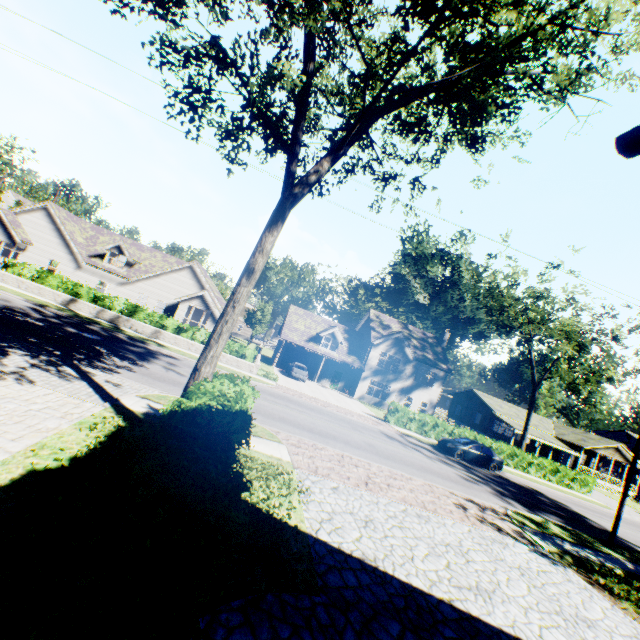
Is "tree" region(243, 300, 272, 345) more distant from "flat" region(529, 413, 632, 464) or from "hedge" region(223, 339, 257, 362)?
"hedge" region(223, 339, 257, 362)

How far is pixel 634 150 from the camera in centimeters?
279cm

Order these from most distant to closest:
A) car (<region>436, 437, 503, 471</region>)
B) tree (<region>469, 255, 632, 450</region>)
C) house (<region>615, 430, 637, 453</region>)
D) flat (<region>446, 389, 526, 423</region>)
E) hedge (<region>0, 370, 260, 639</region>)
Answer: house (<region>615, 430, 637, 453</region>) → flat (<region>446, 389, 526, 423</region>) → tree (<region>469, 255, 632, 450</region>) → car (<region>436, 437, 503, 471</region>) → hedge (<region>0, 370, 260, 639</region>)

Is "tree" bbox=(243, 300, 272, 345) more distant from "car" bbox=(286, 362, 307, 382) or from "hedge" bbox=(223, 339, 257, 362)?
"hedge" bbox=(223, 339, 257, 362)

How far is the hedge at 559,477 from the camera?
27.75m

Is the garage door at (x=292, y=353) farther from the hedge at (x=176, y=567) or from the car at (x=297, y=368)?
the hedge at (x=176, y=567)

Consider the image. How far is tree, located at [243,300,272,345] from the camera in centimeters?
4984cm

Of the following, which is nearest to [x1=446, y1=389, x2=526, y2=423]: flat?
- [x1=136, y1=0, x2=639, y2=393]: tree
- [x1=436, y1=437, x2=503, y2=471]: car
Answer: [x1=136, y1=0, x2=639, y2=393]: tree
